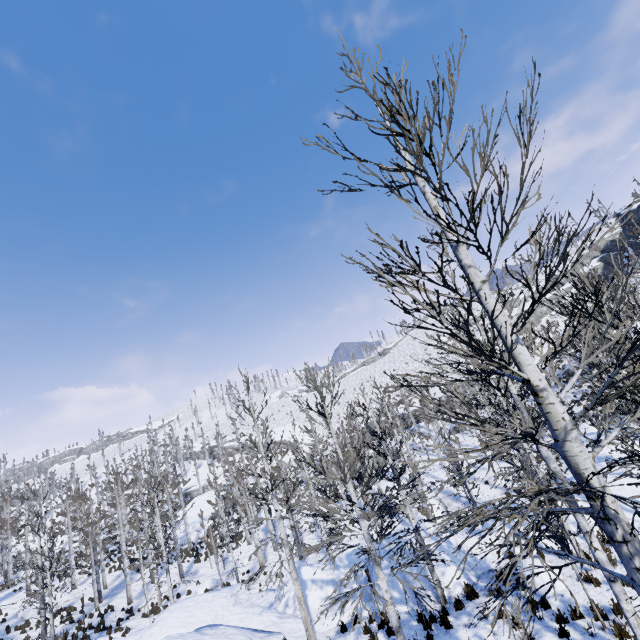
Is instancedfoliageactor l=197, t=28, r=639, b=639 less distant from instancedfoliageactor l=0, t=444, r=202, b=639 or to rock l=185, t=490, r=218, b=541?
instancedfoliageactor l=0, t=444, r=202, b=639

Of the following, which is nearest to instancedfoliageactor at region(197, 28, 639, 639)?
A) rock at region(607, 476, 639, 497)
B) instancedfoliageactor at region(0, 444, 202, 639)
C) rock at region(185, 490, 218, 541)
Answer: rock at region(607, 476, 639, 497)

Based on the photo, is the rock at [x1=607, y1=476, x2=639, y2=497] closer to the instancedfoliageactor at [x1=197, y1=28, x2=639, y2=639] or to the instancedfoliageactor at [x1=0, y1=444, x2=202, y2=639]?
the instancedfoliageactor at [x1=197, y1=28, x2=639, y2=639]

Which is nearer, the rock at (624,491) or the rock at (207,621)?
the rock at (207,621)

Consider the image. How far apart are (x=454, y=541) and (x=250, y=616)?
9.5 meters

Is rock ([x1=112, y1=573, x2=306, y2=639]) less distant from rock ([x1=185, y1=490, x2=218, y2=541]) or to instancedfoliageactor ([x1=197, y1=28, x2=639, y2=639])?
instancedfoliageactor ([x1=197, y1=28, x2=639, y2=639])

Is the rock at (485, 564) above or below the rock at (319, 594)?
below
